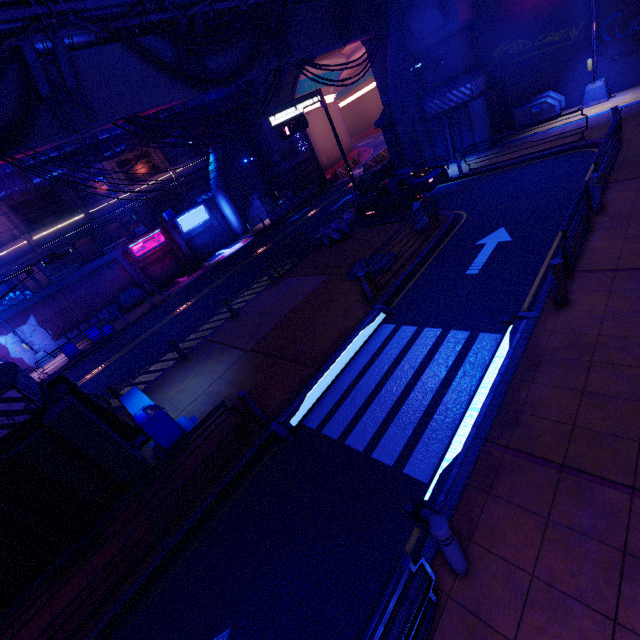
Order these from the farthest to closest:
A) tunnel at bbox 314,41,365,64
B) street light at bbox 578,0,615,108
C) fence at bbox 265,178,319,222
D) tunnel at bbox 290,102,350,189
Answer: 1. tunnel at bbox 290,102,350,189
2. tunnel at bbox 314,41,365,64
3. fence at bbox 265,178,319,222
4. street light at bbox 578,0,615,108

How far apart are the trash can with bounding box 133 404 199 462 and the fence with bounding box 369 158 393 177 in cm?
2201

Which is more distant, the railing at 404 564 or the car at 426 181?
the car at 426 181

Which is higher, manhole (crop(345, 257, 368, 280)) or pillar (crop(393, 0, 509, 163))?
pillar (crop(393, 0, 509, 163))

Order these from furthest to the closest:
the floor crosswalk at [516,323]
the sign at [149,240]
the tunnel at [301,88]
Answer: the tunnel at [301,88]
the sign at [149,240]
the floor crosswalk at [516,323]

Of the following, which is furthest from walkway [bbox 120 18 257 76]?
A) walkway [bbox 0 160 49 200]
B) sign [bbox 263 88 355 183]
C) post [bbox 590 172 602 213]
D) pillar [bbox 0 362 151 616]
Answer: post [bbox 590 172 602 213]

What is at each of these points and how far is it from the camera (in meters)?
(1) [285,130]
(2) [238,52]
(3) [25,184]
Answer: (1) sign, 18.56
(2) walkway, 13.73
(3) walkway, 20.81

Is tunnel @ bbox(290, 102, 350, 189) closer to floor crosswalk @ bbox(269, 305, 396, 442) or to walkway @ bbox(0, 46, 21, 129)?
walkway @ bbox(0, 46, 21, 129)
